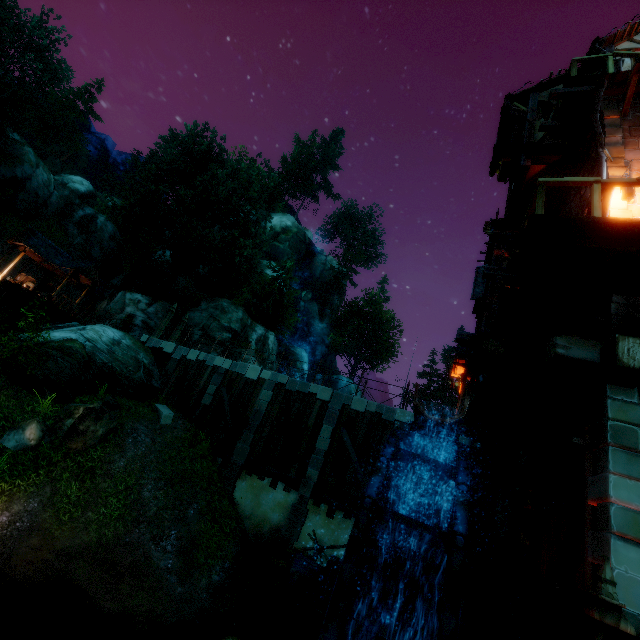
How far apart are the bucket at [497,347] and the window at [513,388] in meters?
6.1 m

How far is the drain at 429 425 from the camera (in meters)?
6.34

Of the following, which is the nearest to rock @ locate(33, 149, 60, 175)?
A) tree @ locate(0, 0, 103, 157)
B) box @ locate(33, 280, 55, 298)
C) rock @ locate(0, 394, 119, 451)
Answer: tree @ locate(0, 0, 103, 157)

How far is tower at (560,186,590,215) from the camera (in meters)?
8.47

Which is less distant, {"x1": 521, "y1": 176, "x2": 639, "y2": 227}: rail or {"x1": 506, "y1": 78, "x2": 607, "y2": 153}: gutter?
{"x1": 521, "y1": 176, "x2": 639, "y2": 227}: rail

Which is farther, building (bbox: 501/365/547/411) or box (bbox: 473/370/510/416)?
box (bbox: 473/370/510/416)

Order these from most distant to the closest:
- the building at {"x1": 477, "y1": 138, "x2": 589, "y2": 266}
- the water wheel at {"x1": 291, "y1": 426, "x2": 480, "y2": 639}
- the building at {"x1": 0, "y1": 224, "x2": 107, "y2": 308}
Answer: the building at {"x1": 0, "y1": 224, "x2": 107, "y2": 308} < the building at {"x1": 477, "y1": 138, "x2": 589, "y2": 266} < the water wheel at {"x1": 291, "y1": 426, "x2": 480, "y2": 639}

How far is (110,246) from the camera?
37.6m
